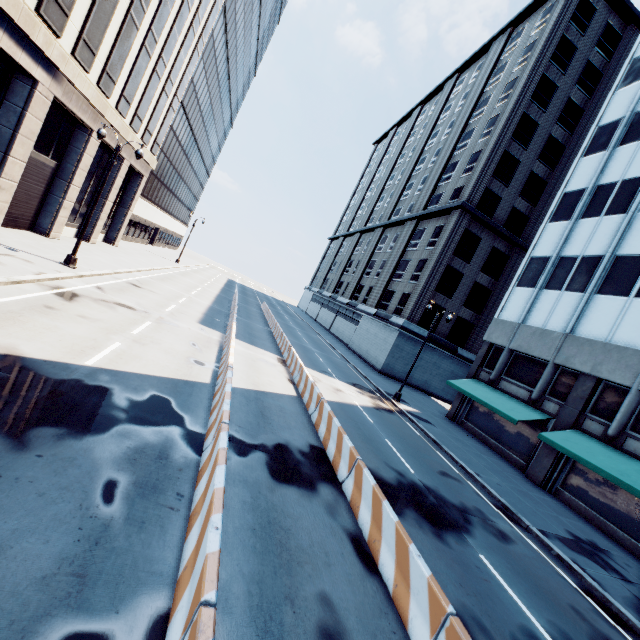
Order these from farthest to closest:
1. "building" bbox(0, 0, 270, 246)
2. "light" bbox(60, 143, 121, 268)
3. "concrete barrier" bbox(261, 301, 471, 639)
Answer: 1. "light" bbox(60, 143, 121, 268)
2. "building" bbox(0, 0, 270, 246)
3. "concrete barrier" bbox(261, 301, 471, 639)

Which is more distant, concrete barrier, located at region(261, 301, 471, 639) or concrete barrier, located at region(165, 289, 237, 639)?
concrete barrier, located at region(261, 301, 471, 639)

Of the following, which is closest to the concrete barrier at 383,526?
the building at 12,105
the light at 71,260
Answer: the light at 71,260

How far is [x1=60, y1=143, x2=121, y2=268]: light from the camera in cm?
1669

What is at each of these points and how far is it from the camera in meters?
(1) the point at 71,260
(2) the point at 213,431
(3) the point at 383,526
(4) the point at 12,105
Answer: (1) light, 16.9
(2) concrete barrier, 7.8
(3) concrete barrier, 6.9
(4) building, 15.2

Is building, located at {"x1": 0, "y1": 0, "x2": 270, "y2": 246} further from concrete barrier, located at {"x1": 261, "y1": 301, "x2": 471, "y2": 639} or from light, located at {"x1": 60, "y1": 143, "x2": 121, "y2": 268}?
concrete barrier, located at {"x1": 261, "y1": 301, "x2": 471, "y2": 639}

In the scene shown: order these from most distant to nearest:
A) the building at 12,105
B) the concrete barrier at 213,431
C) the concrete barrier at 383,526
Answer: the building at 12,105, the concrete barrier at 383,526, the concrete barrier at 213,431

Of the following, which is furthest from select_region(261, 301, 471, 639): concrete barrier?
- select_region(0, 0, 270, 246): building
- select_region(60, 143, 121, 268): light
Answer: select_region(0, 0, 270, 246): building
